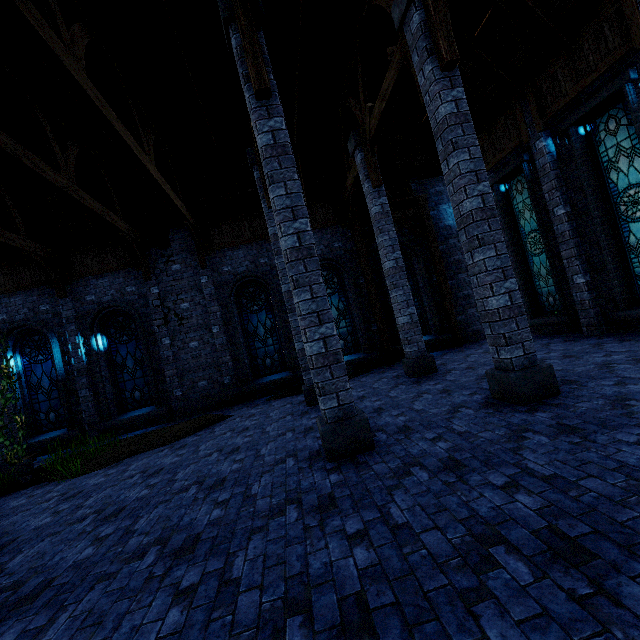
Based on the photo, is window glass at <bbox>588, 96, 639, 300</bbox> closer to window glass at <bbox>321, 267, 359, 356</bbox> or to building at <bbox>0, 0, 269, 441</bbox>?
building at <bbox>0, 0, 269, 441</bbox>

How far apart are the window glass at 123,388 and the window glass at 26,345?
1.5 meters

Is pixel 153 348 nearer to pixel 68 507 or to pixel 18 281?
pixel 18 281

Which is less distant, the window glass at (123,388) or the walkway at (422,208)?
the window glass at (123,388)

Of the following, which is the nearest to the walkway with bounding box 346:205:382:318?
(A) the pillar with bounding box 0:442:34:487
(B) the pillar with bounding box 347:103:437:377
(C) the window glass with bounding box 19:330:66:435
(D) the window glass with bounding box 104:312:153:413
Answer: (B) the pillar with bounding box 347:103:437:377

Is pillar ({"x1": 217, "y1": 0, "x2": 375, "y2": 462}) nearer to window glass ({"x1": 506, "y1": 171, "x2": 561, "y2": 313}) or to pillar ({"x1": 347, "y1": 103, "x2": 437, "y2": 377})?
pillar ({"x1": 347, "y1": 103, "x2": 437, "y2": 377})

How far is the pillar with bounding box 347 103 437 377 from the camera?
8.9 meters

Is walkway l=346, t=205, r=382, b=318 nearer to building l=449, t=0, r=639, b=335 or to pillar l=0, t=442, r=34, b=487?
building l=449, t=0, r=639, b=335
